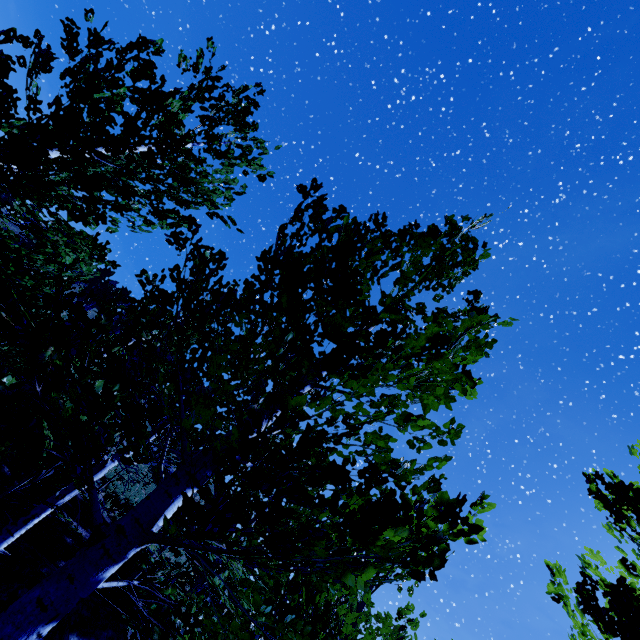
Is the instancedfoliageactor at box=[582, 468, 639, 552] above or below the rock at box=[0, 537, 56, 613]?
above

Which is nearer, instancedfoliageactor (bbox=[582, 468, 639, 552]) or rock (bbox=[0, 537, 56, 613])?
instancedfoliageactor (bbox=[582, 468, 639, 552])

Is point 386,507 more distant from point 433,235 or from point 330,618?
point 330,618

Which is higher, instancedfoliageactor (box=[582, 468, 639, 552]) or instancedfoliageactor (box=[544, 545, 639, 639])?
instancedfoliageactor (box=[582, 468, 639, 552])

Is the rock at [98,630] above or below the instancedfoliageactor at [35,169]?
below

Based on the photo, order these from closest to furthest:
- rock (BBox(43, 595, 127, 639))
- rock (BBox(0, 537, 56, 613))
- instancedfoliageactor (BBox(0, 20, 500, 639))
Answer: instancedfoliageactor (BBox(0, 20, 500, 639)) < rock (BBox(0, 537, 56, 613)) < rock (BBox(43, 595, 127, 639))
